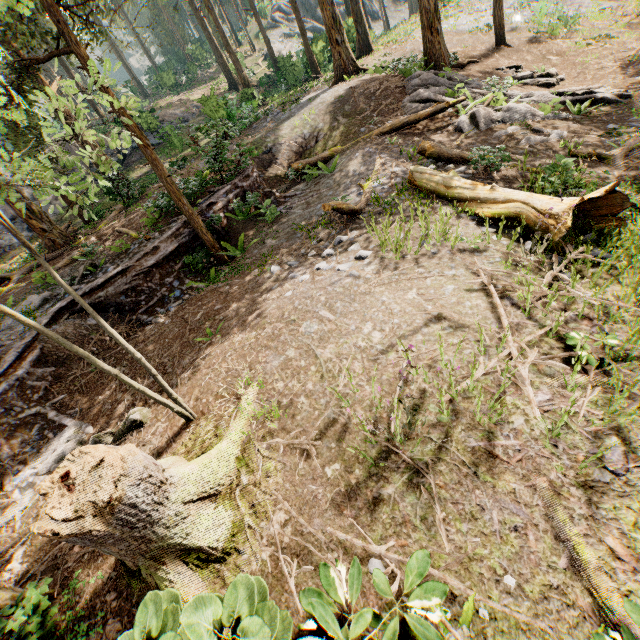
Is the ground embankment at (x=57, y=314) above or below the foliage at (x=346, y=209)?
above

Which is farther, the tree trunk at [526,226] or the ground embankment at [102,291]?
the ground embankment at [102,291]

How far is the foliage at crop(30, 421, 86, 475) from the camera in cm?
644

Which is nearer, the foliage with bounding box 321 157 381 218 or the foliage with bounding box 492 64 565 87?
the foliage with bounding box 321 157 381 218

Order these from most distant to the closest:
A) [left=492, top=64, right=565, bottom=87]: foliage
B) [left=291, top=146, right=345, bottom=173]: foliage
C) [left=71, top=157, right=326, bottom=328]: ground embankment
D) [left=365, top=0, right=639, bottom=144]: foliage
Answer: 1. [left=492, top=64, right=565, bottom=87]: foliage
2. [left=291, top=146, right=345, bottom=173]: foliage
3. [left=365, top=0, right=639, bottom=144]: foliage
4. [left=71, top=157, right=326, bottom=328]: ground embankment

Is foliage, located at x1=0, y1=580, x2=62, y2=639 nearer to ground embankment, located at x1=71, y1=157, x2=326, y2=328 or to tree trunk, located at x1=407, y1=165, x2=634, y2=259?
ground embankment, located at x1=71, y1=157, x2=326, y2=328

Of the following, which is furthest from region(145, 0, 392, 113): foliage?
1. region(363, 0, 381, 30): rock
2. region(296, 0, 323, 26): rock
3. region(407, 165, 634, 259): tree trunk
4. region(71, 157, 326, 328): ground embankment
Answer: region(363, 0, 381, 30): rock

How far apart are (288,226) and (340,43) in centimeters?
1538cm
